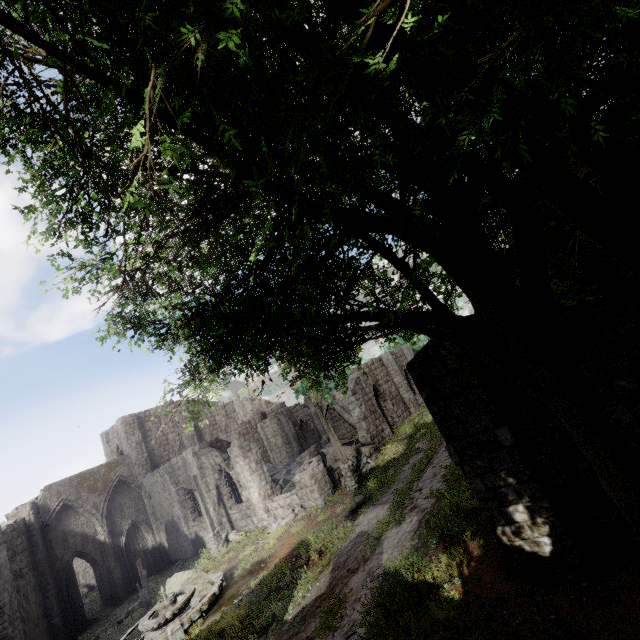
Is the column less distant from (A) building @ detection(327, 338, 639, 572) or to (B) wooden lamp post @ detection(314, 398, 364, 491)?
(A) building @ detection(327, 338, 639, 572)

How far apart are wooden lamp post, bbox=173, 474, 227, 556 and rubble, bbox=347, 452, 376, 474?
8.0m

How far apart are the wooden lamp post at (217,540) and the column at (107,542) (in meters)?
10.22

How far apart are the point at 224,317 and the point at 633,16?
3.4 meters

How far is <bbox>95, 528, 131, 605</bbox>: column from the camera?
23.9 meters

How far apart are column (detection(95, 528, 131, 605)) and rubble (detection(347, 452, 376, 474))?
19.4 meters

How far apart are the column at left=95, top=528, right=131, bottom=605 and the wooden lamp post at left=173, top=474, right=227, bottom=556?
10.2 meters

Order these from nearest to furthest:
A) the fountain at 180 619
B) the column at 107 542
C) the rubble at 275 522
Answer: the fountain at 180 619 < the rubble at 275 522 < the column at 107 542
